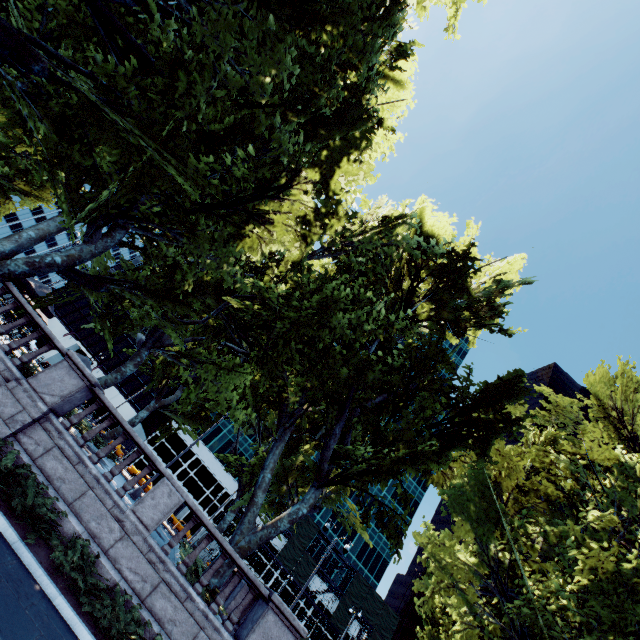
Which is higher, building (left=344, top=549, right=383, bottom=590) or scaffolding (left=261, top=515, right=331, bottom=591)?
building (left=344, top=549, right=383, bottom=590)

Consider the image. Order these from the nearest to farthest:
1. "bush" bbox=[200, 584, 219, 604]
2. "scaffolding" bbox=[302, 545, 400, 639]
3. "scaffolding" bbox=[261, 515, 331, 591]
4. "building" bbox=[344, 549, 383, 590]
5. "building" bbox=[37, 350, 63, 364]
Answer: "bush" bbox=[200, 584, 219, 604], "scaffolding" bbox=[302, 545, 400, 639], "scaffolding" bbox=[261, 515, 331, 591], "building" bbox=[37, 350, 63, 364], "building" bbox=[344, 549, 383, 590]

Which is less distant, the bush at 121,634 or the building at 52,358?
the bush at 121,634

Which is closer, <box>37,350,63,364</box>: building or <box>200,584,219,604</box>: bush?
<box>200,584,219,604</box>: bush

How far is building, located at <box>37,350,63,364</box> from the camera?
56.3m

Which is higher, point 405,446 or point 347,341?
point 347,341

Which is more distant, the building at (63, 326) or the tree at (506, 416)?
the building at (63, 326)

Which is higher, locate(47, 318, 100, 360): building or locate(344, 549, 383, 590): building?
locate(344, 549, 383, 590): building
